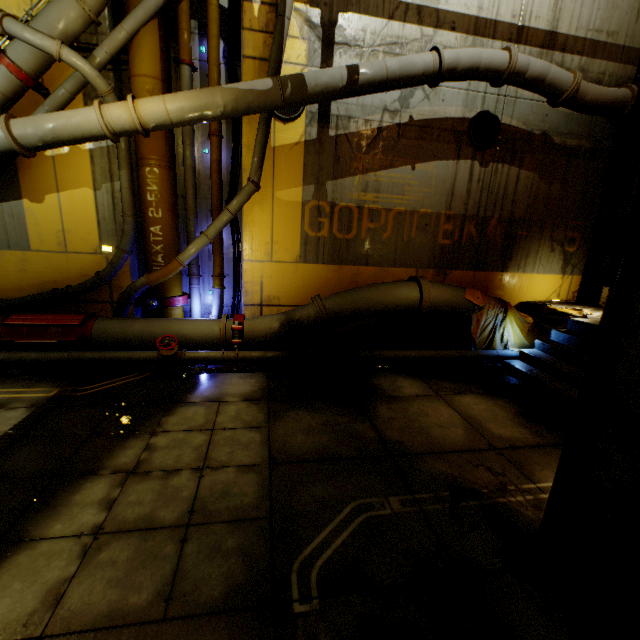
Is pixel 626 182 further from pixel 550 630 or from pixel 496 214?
pixel 550 630

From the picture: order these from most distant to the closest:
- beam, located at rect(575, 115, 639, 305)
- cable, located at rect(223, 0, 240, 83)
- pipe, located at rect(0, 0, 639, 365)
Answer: beam, located at rect(575, 115, 639, 305) → cable, located at rect(223, 0, 240, 83) → pipe, located at rect(0, 0, 639, 365)

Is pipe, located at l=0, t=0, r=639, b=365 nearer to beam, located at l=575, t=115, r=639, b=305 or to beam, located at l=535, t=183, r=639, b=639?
beam, located at l=535, t=183, r=639, b=639

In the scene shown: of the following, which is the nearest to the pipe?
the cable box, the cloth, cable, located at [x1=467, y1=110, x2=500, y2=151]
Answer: the cloth

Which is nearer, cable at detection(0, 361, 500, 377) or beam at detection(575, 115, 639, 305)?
cable at detection(0, 361, 500, 377)

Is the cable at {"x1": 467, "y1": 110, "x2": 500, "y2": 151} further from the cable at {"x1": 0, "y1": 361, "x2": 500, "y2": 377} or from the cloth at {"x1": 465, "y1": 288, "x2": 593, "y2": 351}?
the cable at {"x1": 0, "y1": 361, "x2": 500, "y2": 377}

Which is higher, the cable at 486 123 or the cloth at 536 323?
the cable at 486 123

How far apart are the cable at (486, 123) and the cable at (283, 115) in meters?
3.8 m
